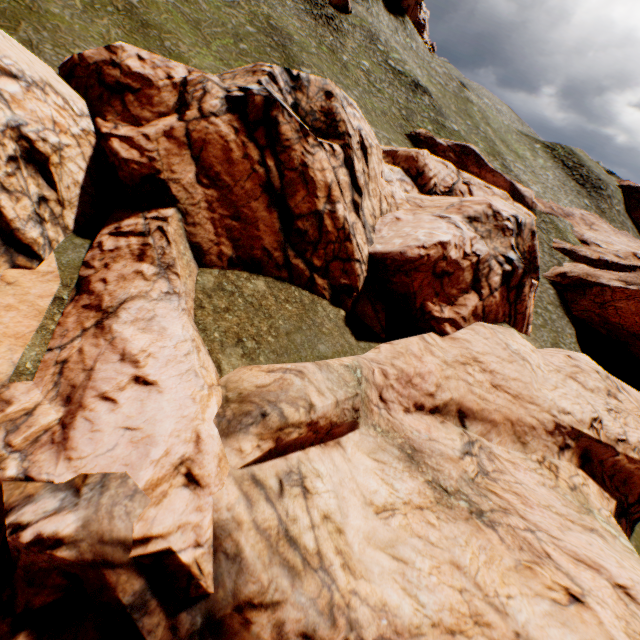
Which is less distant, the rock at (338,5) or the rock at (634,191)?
the rock at (338,5)

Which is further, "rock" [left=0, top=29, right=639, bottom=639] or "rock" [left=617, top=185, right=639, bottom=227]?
"rock" [left=617, top=185, right=639, bottom=227]

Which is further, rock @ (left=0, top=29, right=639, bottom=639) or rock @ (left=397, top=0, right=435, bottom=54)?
rock @ (left=397, top=0, right=435, bottom=54)

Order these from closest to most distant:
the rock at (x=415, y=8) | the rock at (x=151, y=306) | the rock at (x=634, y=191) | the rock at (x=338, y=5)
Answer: the rock at (x=151, y=306) → the rock at (x=338, y=5) → the rock at (x=415, y=8) → the rock at (x=634, y=191)

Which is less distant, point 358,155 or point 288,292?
point 288,292

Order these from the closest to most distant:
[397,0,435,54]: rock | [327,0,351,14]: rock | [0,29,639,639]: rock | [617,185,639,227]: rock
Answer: [0,29,639,639]: rock < [327,0,351,14]: rock < [397,0,435,54]: rock < [617,185,639,227]: rock
